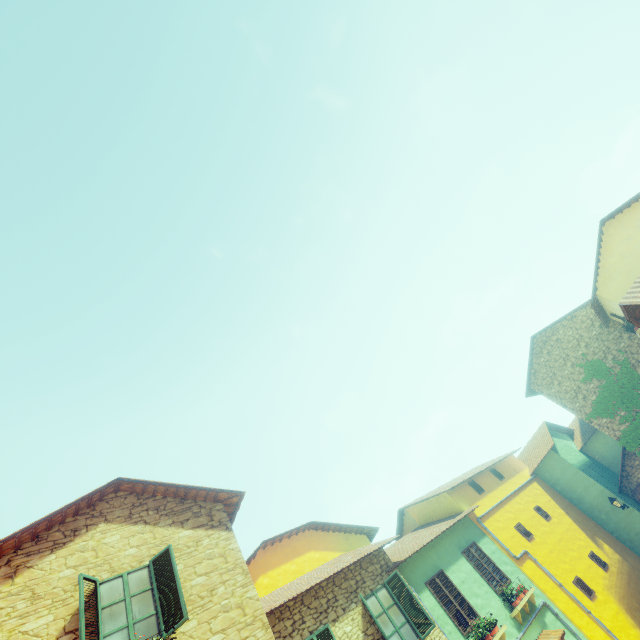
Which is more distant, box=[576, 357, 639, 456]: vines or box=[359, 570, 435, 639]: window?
box=[576, 357, 639, 456]: vines

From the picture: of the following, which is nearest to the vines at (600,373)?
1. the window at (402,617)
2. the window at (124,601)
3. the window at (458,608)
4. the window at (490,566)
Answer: the window at (490,566)

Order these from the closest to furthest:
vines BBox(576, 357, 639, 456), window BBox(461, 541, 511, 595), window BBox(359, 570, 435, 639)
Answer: window BBox(359, 570, 435, 639) → window BBox(461, 541, 511, 595) → vines BBox(576, 357, 639, 456)

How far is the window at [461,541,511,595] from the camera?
12.2m

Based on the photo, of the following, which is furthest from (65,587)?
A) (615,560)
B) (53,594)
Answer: (615,560)

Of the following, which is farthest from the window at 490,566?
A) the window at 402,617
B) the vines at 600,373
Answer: the vines at 600,373

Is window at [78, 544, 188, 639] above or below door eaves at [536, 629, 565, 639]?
above

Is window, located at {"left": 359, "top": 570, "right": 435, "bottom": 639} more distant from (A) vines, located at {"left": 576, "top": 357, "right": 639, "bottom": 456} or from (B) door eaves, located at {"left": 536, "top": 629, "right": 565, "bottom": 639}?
(A) vines, located at {"left": 576, "top": 357, "right": 639, "bottom": 456}
